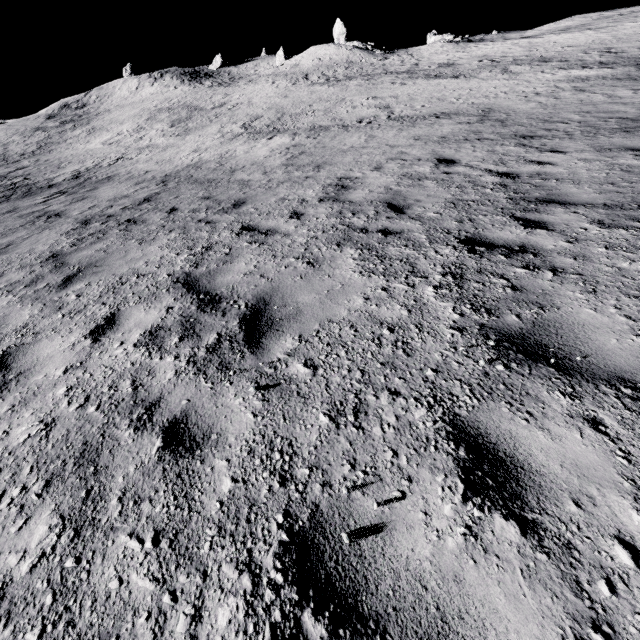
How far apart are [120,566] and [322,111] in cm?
2644
